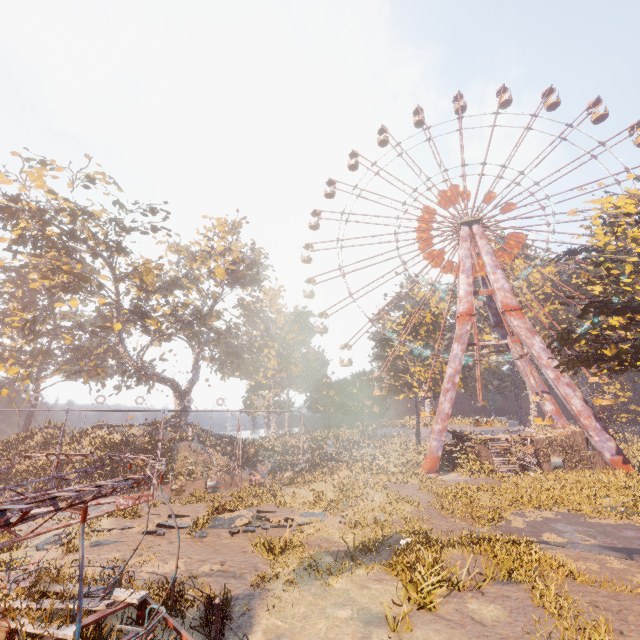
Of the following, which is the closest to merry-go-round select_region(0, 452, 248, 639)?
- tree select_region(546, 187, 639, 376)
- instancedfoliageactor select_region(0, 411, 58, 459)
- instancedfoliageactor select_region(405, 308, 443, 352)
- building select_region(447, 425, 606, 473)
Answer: tree select_region(546, 187, 639, 376)

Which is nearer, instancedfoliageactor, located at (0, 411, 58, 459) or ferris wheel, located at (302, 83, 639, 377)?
instancedfoliageactor, located at (0, 411, 58, 459)

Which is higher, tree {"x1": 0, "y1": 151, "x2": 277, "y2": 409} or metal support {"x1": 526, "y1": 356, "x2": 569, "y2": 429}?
tree {"x1": 0, "y1": 151, "x2": 277, "y2": 409}

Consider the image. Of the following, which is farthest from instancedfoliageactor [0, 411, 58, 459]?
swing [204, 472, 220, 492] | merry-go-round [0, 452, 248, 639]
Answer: merry-go-round [0, 452, 248, 639]

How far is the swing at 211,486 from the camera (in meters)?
24.69

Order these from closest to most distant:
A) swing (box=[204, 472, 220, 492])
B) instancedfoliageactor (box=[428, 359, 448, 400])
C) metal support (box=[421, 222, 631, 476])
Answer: swing (box=[204, 472, 220, 492])
metal support (box=[421, 222, 631, 476])
instancedfoliageactor (box=[428, 359, 448, 400])

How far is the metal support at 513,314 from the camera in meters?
26.9 m

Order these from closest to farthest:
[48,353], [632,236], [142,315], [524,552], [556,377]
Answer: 1. [524,552]
2. [632,236]
3. [556,377]
4. [142,315]
5. [48,353]
